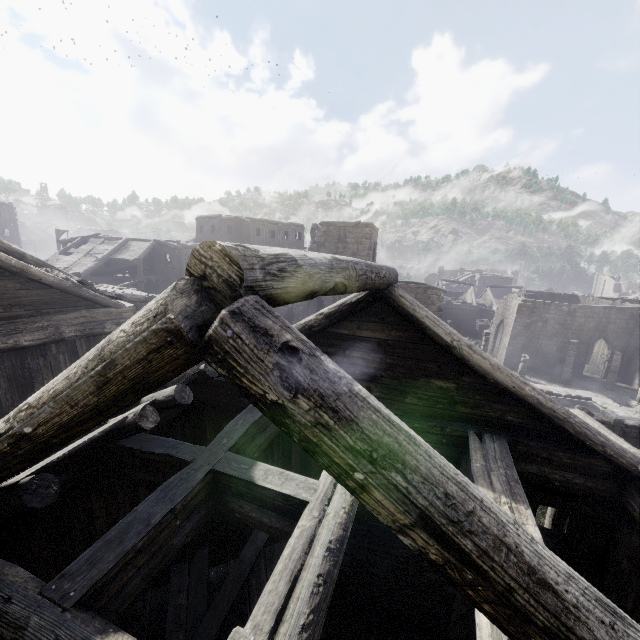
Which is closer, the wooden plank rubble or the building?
the building

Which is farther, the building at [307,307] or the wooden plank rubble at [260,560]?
the wooden plank rubble at [260,560]

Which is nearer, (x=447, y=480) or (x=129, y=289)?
(x=447, y=480)
